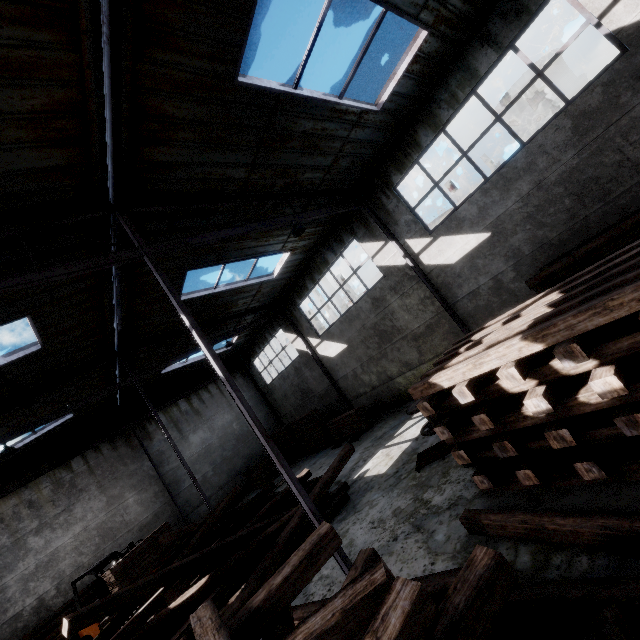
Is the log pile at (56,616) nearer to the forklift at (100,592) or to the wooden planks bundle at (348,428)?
the forklift at (100,592)

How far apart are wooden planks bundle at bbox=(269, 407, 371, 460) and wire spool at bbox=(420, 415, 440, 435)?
7.3m

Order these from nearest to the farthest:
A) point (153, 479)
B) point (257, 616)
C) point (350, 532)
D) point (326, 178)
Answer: point (257, 616) → point (350, 532) → point (326, 178) → point (153, 479)

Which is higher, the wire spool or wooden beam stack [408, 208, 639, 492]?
wooden beam stack [408, 208, 639, 492]

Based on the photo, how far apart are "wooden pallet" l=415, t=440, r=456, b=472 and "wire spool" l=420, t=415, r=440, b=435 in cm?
86

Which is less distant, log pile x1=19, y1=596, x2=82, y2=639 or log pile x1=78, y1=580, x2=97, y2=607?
log pile x1=19, y1=596, x2=82, y2=639

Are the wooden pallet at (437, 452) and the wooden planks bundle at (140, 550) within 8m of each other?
no

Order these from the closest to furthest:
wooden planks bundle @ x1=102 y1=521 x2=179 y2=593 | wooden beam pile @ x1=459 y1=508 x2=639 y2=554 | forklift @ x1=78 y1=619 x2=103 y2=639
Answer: wooden beam pile @ x1=459 y1=508 x2=639 y2=554 < wooden planks bundle @ x1=102 y1=521 x2=179 y2=593 < forklift @ x1=78 y1=619 x2=103 y2=639
